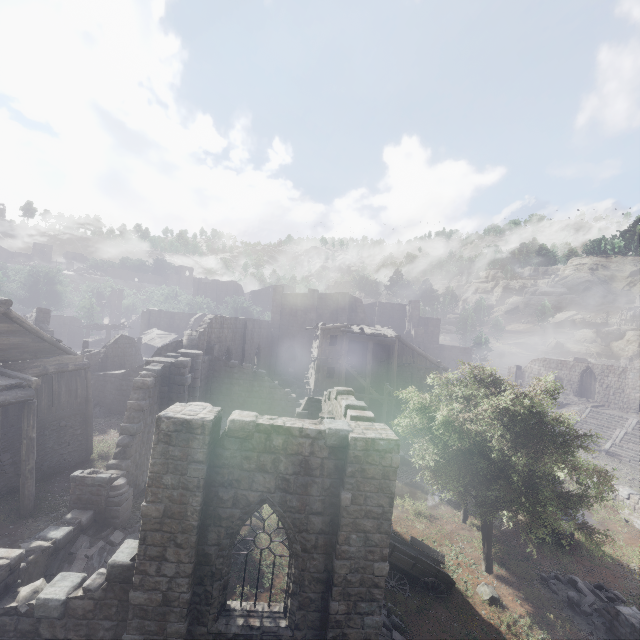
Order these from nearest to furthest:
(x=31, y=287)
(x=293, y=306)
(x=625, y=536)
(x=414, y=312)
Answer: (x=625, y=536) < (x=293, y=306) < (x=414, y=312) < (x=31, y=287)

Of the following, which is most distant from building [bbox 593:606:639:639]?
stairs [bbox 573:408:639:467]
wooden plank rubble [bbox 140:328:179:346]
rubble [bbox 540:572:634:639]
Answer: stairs [bbox 573:408:639:467]

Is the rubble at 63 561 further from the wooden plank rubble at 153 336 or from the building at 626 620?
the wooden plank rubble at 153 336

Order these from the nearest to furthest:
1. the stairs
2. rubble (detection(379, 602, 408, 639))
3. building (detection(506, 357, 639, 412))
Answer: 1. rubble (detection(379, 602, 408, 639))
2. the stairs
3. building (detection(506, 357, 639, 412))

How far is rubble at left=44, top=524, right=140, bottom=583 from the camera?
10.1 meters

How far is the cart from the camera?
11.8 meters

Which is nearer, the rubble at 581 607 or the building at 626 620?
the building at 626 620

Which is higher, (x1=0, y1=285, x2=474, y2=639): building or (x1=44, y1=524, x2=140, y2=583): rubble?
(x1=0, y1=285, x2=474, y2=639): building
